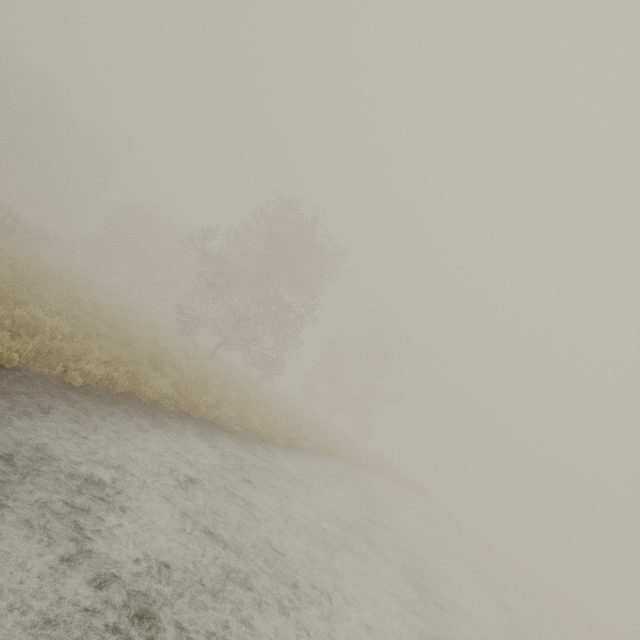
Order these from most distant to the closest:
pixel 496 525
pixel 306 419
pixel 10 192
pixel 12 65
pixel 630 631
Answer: pixel 496 525
pixel 10 192
pixel 12 65
pixel 630 631
pixel 306 419
